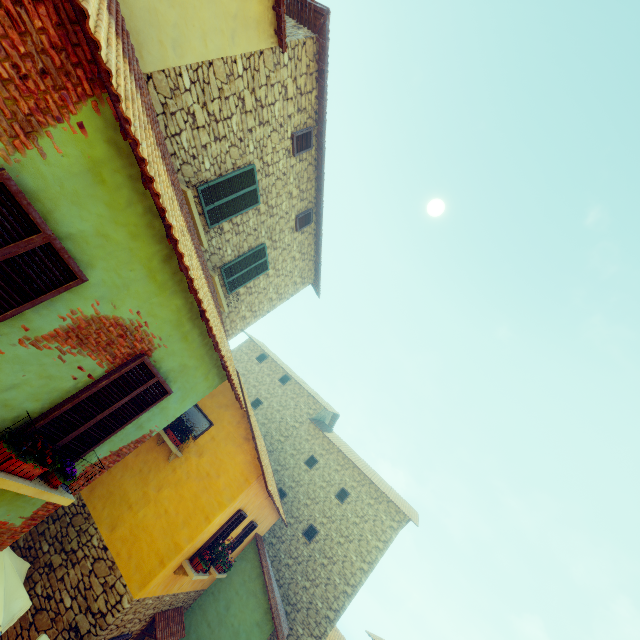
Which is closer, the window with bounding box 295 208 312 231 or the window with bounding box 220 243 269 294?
the window with bounding box 220 243 269 294

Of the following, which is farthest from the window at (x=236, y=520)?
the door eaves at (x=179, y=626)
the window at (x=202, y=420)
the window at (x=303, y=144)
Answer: the window at (x=303, y=144)

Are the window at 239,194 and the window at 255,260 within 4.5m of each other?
yes

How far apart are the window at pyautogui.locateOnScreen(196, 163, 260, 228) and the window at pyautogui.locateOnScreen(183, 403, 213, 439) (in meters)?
5.29

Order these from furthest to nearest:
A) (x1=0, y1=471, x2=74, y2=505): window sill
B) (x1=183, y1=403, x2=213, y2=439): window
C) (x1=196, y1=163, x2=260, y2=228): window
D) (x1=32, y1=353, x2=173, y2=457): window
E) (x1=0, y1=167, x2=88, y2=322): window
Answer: (x1=183, y1=403, x2=213, y2=439): window < (x1=196, y1=163, x2=260, y2=228): window < (x1=32, y1=353, x2=173, y2=457): window < (x1=0, y1=471, x2=74, y2=505): window sill < (x1=0, y1=167, x2=88, y2=322): window

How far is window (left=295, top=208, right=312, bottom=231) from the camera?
10.46m

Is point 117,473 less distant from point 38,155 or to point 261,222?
point 261,222

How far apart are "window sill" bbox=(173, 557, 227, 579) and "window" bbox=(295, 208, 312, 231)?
9.75m
